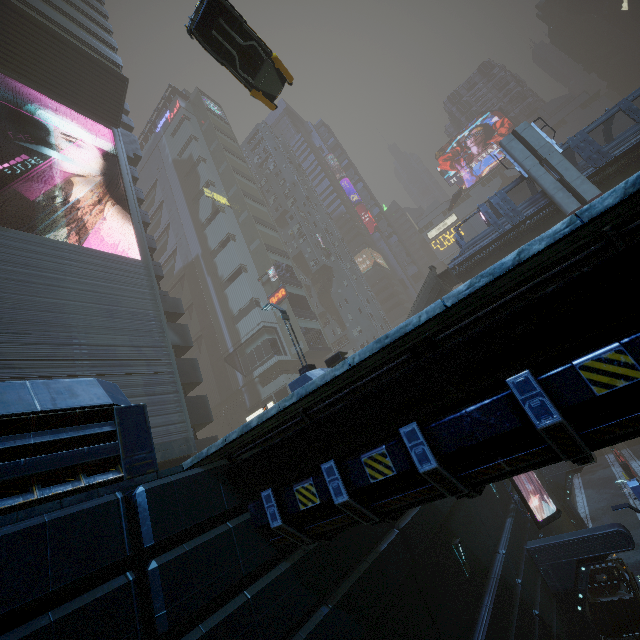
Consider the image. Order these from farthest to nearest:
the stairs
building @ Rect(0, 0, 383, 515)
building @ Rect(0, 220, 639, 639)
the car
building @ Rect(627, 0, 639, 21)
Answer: building @ Rect(627, 0, 639, 21), the stairs, the car, building @ Rect(0, 0, 383, 515), building @ Rect(0, 220, 639, 639)

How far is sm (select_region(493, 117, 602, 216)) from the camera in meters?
22.0 m

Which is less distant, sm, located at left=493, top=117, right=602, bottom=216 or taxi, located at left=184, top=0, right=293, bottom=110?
taxi, located at left=184, top=0, right=293, bottom=110

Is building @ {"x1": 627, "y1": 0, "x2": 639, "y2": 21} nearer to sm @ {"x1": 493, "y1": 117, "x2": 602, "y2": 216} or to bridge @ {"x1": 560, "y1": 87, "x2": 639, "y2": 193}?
sm @ {"x1": 493, "y1": 117, "x2": 602, "y2": 216}

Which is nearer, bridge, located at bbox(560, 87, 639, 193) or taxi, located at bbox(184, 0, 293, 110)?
taxi, located at bbox(184, 0, 293, 110)

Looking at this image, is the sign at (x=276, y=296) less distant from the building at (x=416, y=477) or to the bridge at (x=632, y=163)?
the building at (x=416, y=477)

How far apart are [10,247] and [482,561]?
24.3m

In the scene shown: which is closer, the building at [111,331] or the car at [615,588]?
the building at [111,331]
